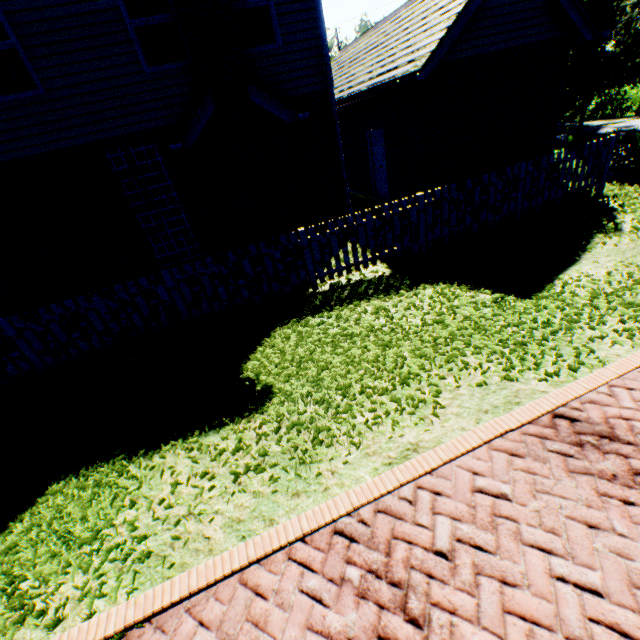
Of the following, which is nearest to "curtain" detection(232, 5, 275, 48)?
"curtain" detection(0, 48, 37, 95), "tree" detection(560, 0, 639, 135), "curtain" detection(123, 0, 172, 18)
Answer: "curtain" detection(123, 0, 172, 18)

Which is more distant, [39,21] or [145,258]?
[145,258]

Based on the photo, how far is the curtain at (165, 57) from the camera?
6.80m

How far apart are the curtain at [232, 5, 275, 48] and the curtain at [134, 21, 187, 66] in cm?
104

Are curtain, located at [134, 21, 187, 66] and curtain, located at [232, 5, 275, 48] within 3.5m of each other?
yes

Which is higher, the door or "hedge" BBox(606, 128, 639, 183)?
the door

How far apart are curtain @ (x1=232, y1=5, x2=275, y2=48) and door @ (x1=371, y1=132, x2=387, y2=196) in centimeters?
429cm

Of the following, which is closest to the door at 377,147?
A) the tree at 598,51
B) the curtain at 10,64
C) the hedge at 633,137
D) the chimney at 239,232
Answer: the hedge at 633,137
